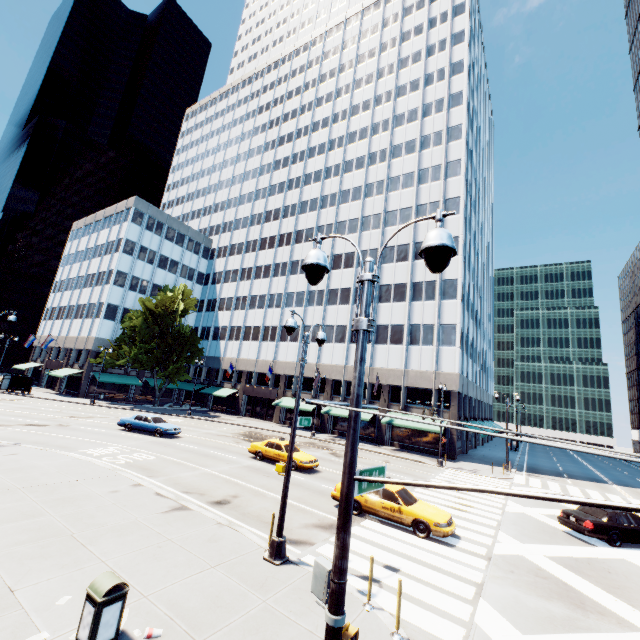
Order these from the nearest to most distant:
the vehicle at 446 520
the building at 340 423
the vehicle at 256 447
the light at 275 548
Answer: the light at 275 548 < the vehicle at 446 520 < the vehicle at 256 447 < the building at 340 423

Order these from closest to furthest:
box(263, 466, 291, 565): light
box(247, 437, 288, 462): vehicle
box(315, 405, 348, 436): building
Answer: box(263, 466, 291, 565): light, box(247, 437, 288, 462): vehicle, box(315, 405, 348, 436): building

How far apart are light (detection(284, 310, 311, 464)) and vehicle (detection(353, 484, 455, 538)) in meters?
5.2

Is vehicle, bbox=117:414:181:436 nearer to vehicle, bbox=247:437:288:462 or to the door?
vehicle, bbox=247:437:288:462

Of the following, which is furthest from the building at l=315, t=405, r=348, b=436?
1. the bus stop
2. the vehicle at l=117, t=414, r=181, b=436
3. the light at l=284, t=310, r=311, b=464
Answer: the light at l=284, t=310, r=311, b=464

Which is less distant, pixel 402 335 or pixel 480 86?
pixel 402 335

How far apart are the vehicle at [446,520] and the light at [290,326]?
5.2 meters
